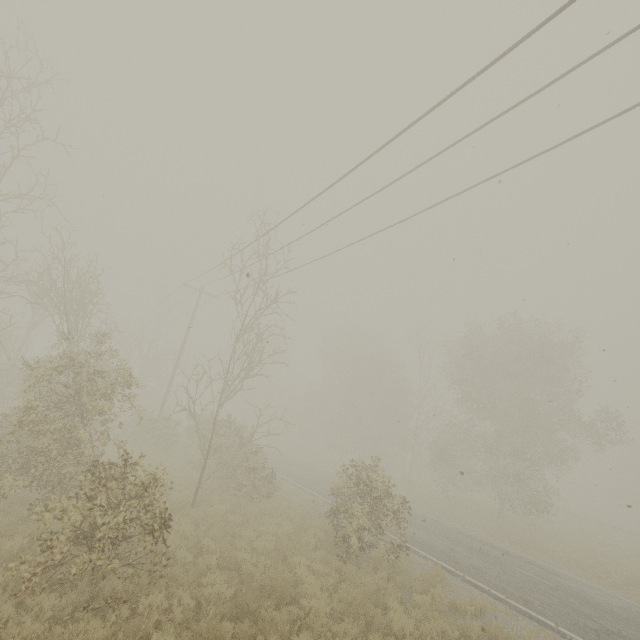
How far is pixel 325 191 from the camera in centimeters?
917cm
